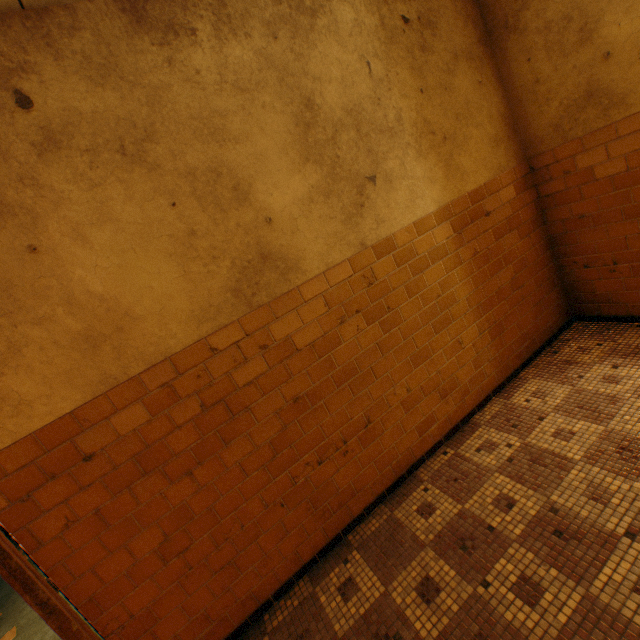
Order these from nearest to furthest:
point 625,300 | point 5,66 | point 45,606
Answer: point 45,606
point 5,66
point 625,300
